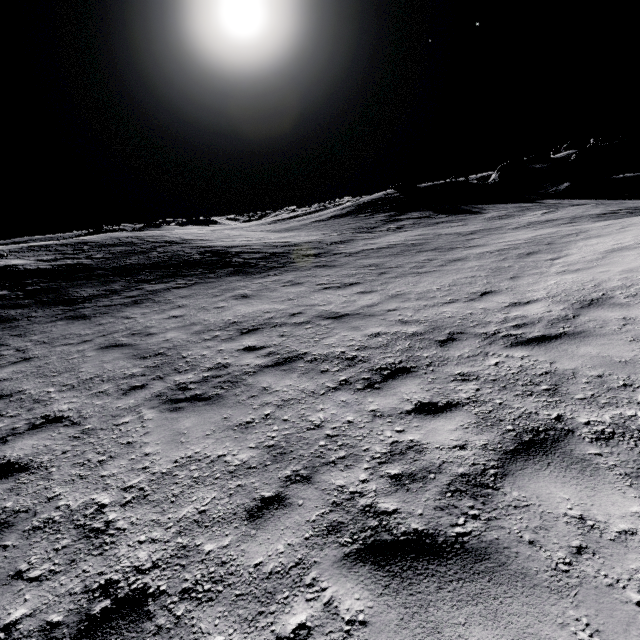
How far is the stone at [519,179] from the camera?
32.34m

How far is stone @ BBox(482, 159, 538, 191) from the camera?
32.3 meters

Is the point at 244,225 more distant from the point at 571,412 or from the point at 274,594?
the point at 274,594
